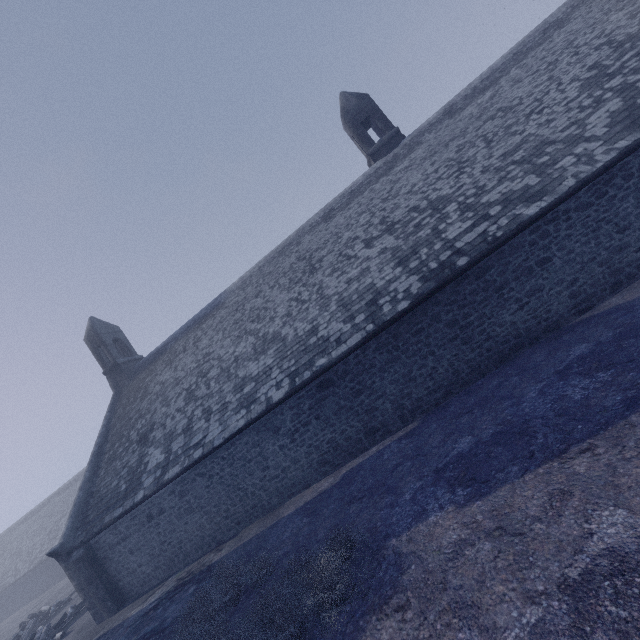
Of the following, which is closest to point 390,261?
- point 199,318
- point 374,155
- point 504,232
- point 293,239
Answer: point 504,232
